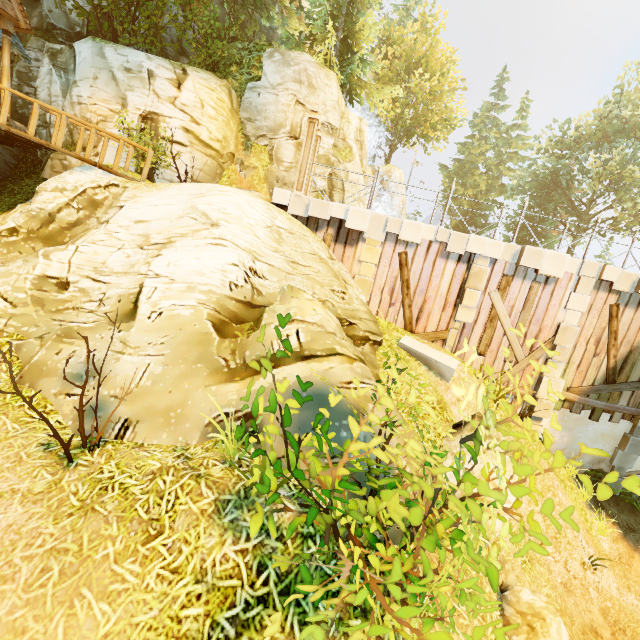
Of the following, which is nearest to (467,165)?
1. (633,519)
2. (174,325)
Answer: (633,519)

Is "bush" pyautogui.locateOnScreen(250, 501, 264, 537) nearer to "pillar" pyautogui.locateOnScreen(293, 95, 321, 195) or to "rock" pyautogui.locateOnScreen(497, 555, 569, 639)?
"rock" pyautogui.locateOnScreen(497, 555, 569, 639)

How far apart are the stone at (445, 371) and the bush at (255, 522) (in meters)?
6.56

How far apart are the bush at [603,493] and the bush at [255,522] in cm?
55

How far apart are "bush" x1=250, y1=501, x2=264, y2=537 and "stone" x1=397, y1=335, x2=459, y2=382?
6.6 meters

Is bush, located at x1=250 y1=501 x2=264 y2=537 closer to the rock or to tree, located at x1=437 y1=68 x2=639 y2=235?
the rock

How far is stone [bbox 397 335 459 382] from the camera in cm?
891

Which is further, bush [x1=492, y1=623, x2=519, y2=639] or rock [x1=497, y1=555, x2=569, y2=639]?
rock [x1=497, y1=555, x2=569, y2=639]
